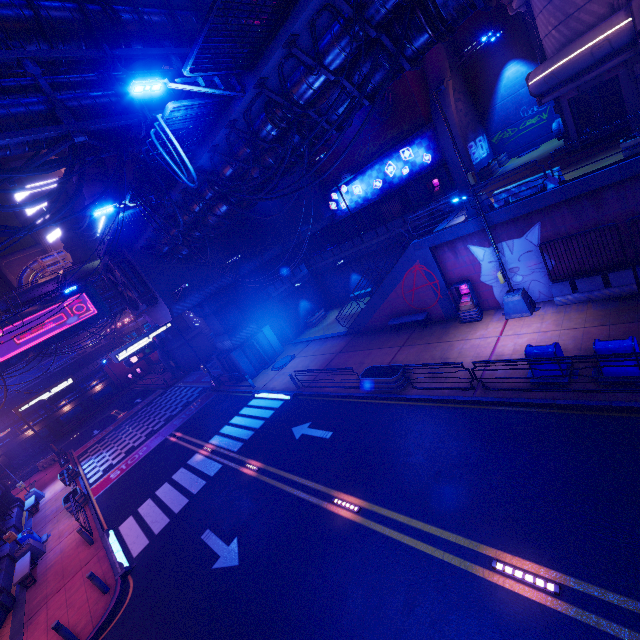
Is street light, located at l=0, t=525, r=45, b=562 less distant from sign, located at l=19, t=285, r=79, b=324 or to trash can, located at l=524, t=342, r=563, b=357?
sign, located at l=19, t=285, r=79, b=324

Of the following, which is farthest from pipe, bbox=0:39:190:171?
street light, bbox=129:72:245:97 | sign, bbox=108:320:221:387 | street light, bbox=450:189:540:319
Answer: sign, bbox=108:320:221:387

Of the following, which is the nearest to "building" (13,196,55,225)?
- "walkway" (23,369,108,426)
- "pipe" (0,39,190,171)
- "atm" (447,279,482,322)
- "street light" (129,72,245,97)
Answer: "pipe" (0,39,190,171)

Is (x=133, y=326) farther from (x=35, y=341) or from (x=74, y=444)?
(x=35, y=341)

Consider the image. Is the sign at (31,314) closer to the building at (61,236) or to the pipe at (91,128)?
the pipe at (91,128)

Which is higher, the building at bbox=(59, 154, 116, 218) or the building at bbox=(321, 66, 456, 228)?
the building at bbox=(59, 154, 116, 218)

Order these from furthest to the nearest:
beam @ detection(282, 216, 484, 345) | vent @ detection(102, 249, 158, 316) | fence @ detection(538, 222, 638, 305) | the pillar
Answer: the pillar < vent @ detection(102, 249, 158, 316) < beam @ detection(282, 216, 484, 345) < fence @ detection(538, 222, 638, 305)

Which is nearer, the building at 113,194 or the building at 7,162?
the building at 113,194
